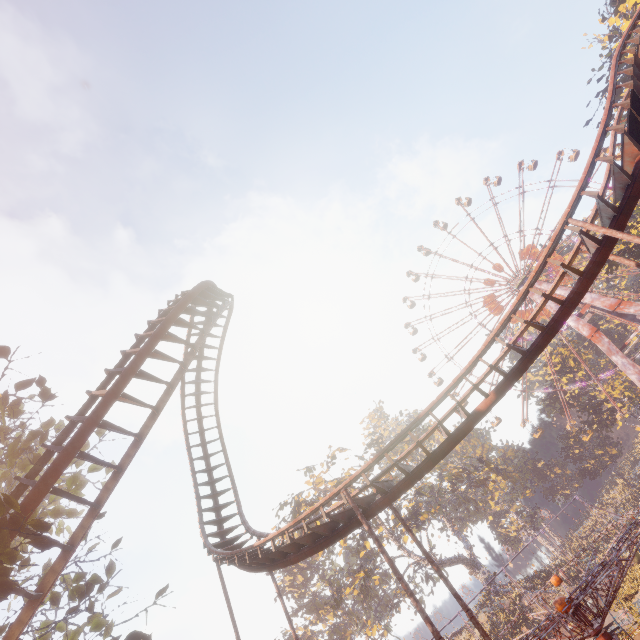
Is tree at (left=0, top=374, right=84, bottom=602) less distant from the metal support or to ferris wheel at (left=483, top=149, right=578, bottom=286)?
the metal support

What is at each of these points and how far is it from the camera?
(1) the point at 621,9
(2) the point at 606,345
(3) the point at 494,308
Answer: (1) instancedfoliageactor, 32.3m
(2) metal support, 39.5m
(3) ferris wheel, 52.4m

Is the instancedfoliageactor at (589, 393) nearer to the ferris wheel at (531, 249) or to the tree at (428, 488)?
the ferris wheel at (531, 249)

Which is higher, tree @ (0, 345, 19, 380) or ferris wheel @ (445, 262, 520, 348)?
ferris wheel @ (445, 262, 520, 348)

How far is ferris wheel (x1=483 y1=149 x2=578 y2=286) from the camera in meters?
49.8

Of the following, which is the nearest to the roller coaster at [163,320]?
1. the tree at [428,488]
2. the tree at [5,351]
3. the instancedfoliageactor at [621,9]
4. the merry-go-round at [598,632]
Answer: the tree at [5,351]

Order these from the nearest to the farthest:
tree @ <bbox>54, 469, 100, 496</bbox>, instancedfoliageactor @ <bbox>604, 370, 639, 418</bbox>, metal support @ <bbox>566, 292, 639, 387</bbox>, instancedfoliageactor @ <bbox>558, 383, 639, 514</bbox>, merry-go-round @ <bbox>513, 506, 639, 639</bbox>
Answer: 1. merry-go-round @ <bbox>513, 506, 639, 639</bbox>
2. tree @ <bbox>54, 469, 100, 496</bbox>
3. metal support @ <bbox>566, 292, 639, 387</bbox>
4. instancedfoliageactor @ <bbox>604, 370, 639, 418</bbox>
5. instancedfoliageactor @ <bbox>558, 383, 639, 514</bbox>

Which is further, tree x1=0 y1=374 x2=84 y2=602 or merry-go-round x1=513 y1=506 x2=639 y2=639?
merry-go-round x1=513 y1=506 x2=639 y2=639
